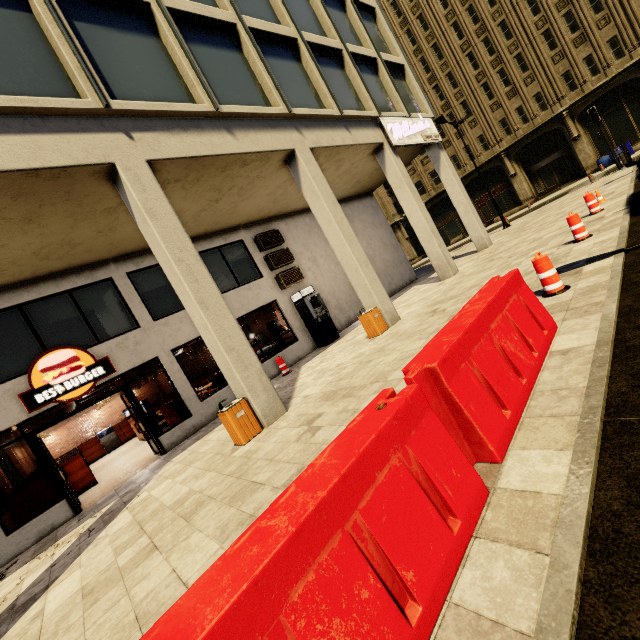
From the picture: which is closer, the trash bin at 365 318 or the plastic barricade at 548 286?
the plastic barricade at 548 286

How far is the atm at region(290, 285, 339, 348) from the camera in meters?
12.9 m

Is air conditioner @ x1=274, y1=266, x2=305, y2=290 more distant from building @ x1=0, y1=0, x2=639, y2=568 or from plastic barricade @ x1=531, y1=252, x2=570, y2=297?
plastic barricade @ x1=531, y1=252, x2=570, y2=297

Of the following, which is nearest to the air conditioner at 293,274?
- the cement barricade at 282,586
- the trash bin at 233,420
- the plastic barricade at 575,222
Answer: the trash bin at 233,420

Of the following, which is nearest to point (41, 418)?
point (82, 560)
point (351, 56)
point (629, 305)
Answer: point (82, 560)

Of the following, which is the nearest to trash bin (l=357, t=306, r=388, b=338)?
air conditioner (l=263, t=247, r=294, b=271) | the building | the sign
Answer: the building

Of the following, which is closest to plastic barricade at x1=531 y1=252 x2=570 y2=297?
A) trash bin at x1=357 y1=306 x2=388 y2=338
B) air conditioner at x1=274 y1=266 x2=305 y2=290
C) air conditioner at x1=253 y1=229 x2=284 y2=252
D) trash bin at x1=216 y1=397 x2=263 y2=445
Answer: trash bin at x1=357 y1=306 x2=388 y2=338

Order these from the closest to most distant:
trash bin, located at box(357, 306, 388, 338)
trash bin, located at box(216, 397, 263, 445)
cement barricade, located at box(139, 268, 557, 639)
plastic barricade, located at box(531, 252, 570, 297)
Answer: cement barricade, located at box(139, 268, 557, 639), plastic barricade, located at box(531, 252, 570, 297), trash bin, located at box(216, 397, 263, 445), trash bin, located at box(357, 306, 388, 338)
